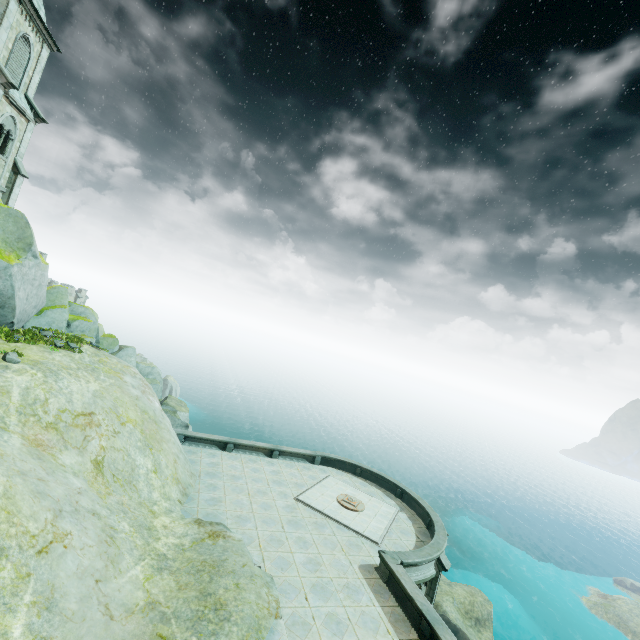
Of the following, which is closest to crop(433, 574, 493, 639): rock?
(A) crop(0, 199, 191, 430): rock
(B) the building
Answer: (A) crop(0, 199, 191, 430): rock

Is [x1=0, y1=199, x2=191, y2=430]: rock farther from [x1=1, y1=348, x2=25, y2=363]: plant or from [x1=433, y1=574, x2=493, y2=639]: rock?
[x1=433, y1=574, x2=493, y2=639]: rock

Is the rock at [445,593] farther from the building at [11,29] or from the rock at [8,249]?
the building at [11,29]

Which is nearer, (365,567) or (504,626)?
(365,567)

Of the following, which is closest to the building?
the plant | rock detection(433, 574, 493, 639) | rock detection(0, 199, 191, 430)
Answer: rock detection(0, 199, 191, 430)

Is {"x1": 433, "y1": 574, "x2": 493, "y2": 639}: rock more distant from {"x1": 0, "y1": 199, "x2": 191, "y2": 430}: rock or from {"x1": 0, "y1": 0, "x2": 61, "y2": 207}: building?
{"x1": 0, "y1": 0, "x2": 61, "y2": 207}: building

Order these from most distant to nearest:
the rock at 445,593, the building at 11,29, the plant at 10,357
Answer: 1. the rock at 445,593
2. the building at 11,29
3. the plant at 10,357

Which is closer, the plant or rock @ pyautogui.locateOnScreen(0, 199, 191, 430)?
the plant
